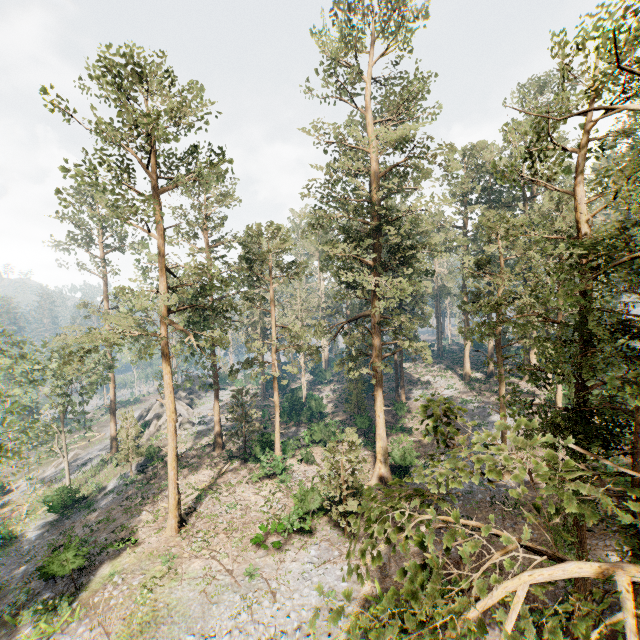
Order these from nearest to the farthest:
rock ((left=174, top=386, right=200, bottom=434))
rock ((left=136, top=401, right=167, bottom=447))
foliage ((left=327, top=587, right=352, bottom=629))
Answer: foliage ((left=327, top=587, right=352, bottom=629)) → rock ((left=136, top=401, right=167, bottom=447)) → rock ((left=174, top=386, right=200, bottom=434))

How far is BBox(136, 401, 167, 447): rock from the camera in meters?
41.4 m

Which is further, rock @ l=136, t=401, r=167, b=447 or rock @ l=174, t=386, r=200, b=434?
rock @ l=174, t=386, r=200, b=434

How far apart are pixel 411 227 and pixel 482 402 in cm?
2986

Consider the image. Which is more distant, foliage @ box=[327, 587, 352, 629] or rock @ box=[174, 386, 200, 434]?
rock @ box=[174, 386, 200, 434]

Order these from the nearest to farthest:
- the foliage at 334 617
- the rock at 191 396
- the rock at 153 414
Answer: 1. the foliage at 334 617
2. the rock at 153 414
3. the rock at 191 396

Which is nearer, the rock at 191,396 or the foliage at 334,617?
the foliage at 334,617

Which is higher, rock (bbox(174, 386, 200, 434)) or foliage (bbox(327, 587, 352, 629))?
foliage (bbox(327, 587, 352, 629))
